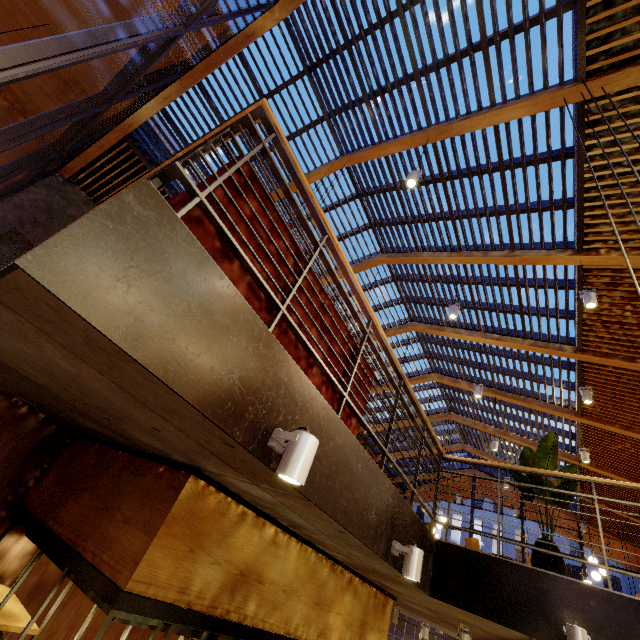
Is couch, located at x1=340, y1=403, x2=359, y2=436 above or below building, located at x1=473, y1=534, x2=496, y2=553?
below

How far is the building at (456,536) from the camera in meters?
33.9 m

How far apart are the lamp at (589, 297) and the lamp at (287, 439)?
5.3m

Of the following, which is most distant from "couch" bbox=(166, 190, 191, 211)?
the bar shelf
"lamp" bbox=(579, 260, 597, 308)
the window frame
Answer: "lamp" bbox=(579, 260, 597, 308)

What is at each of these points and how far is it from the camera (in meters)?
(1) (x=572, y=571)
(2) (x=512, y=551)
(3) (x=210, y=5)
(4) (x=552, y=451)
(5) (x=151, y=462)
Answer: (1) building, 48.44
(2) building, 31.48
(3) window frame, 3.66
(4) tree, 4.43
(5) bar shelf, 3.25

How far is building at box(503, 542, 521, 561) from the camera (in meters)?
31.39

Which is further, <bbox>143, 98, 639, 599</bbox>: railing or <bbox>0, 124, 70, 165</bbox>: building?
<bbox>0, 124, 70, 165</bbox>: building

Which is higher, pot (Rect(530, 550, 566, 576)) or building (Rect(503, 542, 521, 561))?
building (Rect(503, 542, 521, 561))
